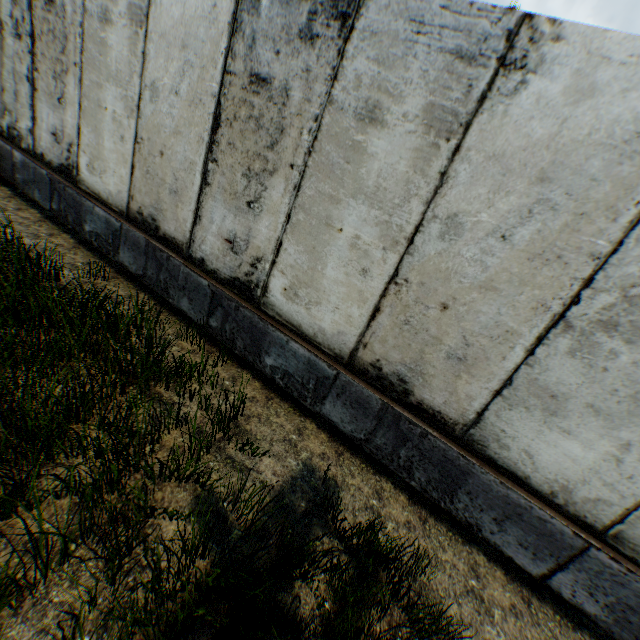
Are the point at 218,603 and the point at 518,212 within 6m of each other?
yes
